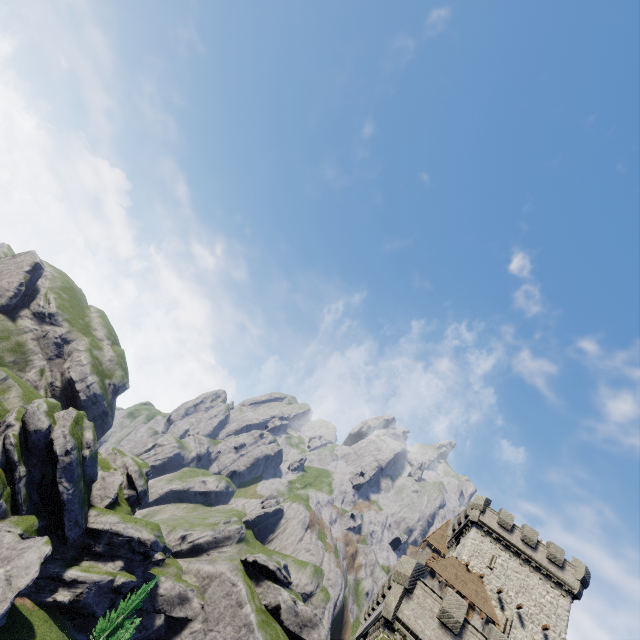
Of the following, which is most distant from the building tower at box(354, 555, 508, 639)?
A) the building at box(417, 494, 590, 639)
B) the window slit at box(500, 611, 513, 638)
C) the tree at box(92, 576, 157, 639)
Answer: the tree at box(92, 576, 157, 639)

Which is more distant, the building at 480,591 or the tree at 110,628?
the tree at 110,628

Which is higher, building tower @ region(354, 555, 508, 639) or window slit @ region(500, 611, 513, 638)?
window slit @ region(500, 611, 513, 638)

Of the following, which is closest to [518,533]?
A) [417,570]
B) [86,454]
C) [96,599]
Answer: [417,570]

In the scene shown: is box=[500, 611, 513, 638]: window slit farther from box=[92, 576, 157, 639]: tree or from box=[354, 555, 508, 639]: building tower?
box=[92, 576, 157, 639]: tree

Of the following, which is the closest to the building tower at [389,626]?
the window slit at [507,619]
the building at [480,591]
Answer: the building at [480,591]

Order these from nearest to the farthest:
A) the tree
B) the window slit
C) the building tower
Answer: the building tower < the window slit < the tree

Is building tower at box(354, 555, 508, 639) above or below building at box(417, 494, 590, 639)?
below
